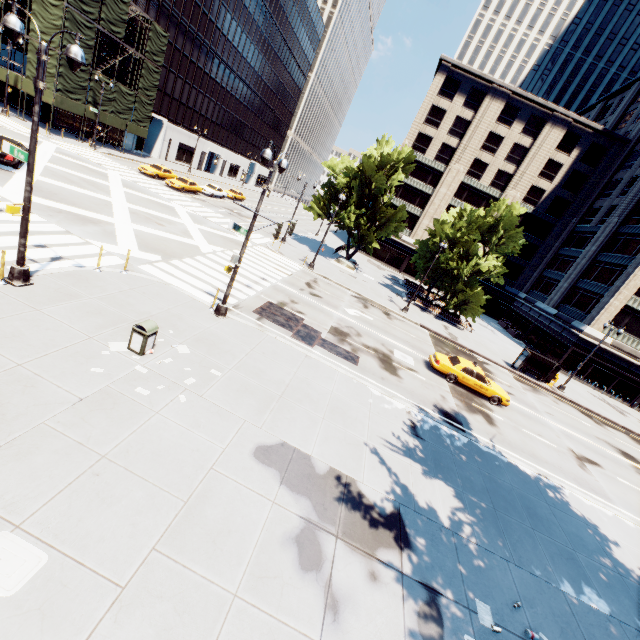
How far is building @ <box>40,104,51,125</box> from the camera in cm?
3684

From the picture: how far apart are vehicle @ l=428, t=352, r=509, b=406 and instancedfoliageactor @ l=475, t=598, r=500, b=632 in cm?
1315

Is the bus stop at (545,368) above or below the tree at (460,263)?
below

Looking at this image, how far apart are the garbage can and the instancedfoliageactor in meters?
10.9 m

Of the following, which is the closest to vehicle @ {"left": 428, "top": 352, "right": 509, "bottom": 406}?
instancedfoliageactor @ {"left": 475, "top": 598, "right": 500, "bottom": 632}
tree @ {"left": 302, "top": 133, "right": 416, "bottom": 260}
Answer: tree @ {"left": 302, "top": 133, "right": 416, "bottom": 260}

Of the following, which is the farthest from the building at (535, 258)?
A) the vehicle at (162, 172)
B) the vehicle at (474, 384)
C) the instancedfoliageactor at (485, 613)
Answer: the instancedfoliageactor at (485, 613)

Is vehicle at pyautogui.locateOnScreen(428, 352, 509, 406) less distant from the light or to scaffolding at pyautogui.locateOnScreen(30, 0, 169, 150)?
the light

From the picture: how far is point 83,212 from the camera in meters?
18.7
